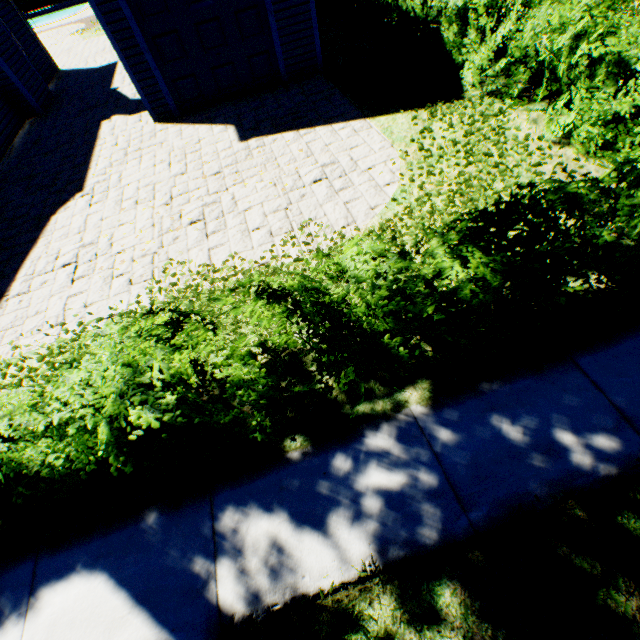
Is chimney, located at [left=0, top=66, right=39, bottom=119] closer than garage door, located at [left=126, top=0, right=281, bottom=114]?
No

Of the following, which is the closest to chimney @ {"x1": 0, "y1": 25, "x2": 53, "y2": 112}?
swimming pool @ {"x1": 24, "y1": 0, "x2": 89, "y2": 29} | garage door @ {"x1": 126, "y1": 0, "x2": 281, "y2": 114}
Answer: garage door @ {"x1": 126, "y1": 0, "x2": 281, "y2": 114}

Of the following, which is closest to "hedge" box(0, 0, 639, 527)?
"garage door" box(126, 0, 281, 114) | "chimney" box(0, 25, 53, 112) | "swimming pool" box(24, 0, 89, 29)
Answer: "garage door" box(126, 0, 281, 114)

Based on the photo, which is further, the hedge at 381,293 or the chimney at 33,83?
the chimney at 33,83

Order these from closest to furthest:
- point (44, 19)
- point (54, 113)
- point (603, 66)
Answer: point (603, 66), point (54, 113), point (44, 19)

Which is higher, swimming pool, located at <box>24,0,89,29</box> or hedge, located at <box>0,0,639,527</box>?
hedge, located at <box>0,0,639,527</box>

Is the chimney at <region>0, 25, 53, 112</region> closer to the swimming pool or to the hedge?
the hedge

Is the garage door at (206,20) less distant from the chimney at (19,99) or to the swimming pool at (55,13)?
the chimney at (19,99)
